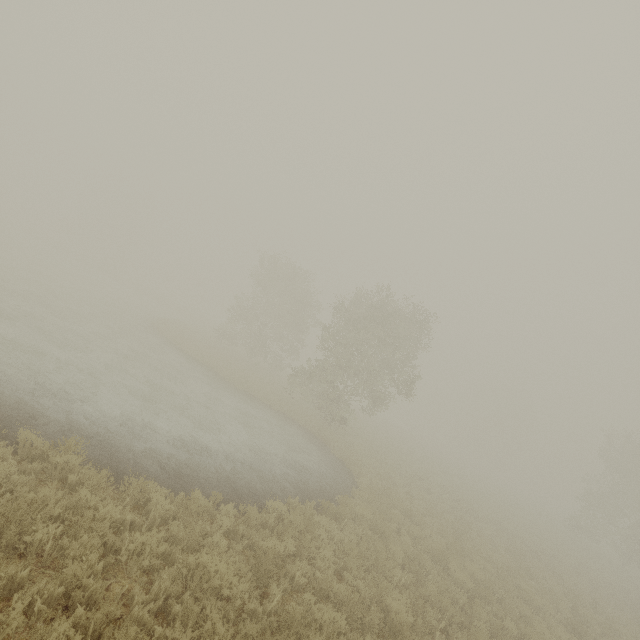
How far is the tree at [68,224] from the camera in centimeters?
5769cm

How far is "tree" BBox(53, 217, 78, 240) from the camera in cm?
5769

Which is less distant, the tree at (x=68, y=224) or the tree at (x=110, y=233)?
the tree at (x=110, y=233)

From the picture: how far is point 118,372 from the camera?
14.1 meters

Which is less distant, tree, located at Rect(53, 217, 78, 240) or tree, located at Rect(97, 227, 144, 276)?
tree, located at Rect(97, 227, 144, 276)

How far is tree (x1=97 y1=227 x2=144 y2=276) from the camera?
55.9 meters
